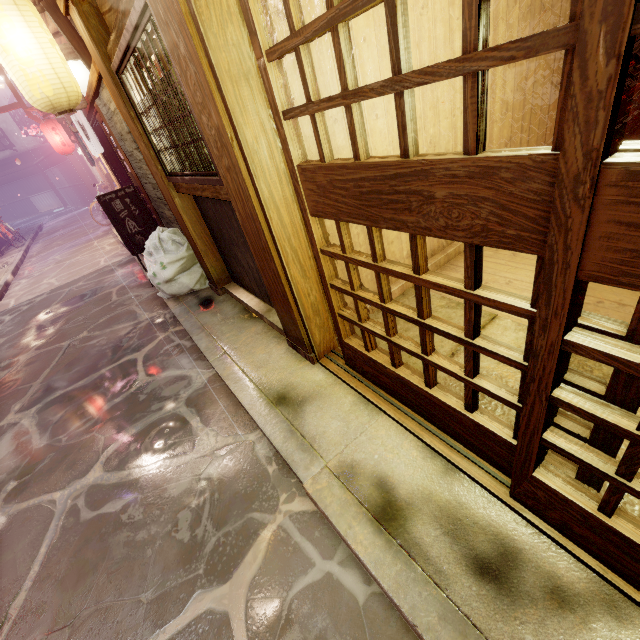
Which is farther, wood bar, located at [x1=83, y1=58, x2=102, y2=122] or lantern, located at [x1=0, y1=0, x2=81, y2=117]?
wood bar, located at [x1=83, y1=58, x2=102, y2=122]

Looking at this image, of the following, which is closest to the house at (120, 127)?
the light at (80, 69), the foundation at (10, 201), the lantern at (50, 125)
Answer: the light at (80, 69)

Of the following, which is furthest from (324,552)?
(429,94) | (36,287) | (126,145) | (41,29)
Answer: (36,287)

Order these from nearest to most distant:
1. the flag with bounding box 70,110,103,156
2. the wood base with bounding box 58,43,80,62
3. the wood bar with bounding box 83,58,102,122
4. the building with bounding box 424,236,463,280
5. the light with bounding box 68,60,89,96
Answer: the building with bounding box 424,236,463,280 → the wood bar with bounding box 83,58,102,122 → the wood base with bounding box 58,43,80,62 → the light with bounding box 68,60,89,96 → the flag with bounding box 70,110,103,156

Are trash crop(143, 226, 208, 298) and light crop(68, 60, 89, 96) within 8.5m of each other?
yes

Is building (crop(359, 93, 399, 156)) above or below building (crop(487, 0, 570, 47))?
below

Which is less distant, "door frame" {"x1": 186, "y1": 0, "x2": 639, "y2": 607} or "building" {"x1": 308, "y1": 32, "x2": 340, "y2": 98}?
Answer: "door frame" {"x1": 186, "y1": 0, "x2": 639, "y2": 607}

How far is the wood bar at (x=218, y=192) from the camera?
4.8m
